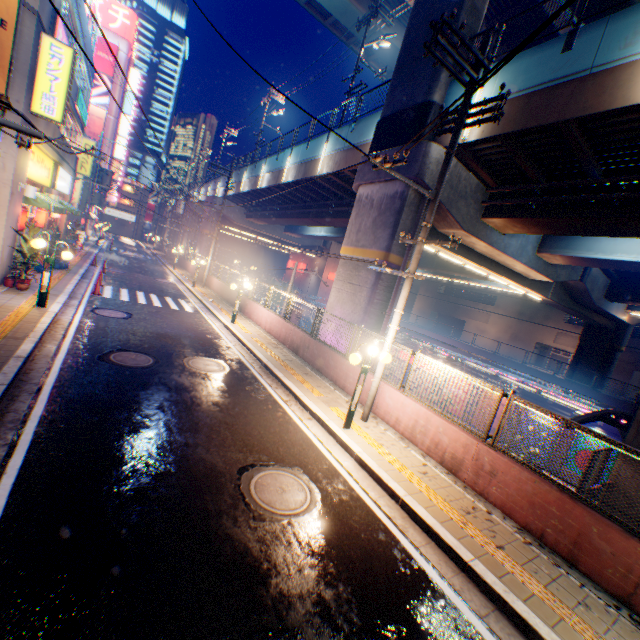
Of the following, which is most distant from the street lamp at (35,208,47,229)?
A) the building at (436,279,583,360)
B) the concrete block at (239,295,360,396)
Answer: the building at (436,279,583,360)

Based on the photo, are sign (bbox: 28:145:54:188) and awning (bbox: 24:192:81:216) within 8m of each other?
yes

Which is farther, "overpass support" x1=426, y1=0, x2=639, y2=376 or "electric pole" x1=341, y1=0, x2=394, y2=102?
"electric pole" x1=341, y1=0, x2=394, y2=102

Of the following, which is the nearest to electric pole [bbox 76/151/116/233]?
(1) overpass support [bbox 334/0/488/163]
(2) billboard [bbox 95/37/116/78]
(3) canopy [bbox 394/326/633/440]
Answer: (1) overpass support [bbox 334/0/488/163]

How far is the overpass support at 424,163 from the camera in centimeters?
1173cm

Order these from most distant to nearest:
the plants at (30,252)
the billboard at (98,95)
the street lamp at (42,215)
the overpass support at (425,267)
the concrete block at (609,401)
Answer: the billboard at (98,95), the overpass support at (425,267), the concrete block at (609,401), the street lamp at (42,215), the plants at (30,252)

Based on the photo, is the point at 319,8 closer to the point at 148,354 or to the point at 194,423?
the point at 148,354

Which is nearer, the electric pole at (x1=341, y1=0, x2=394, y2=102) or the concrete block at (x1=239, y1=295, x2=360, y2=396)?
the concrete block at (x1=239, y1=295, x2=360, y2=396)
